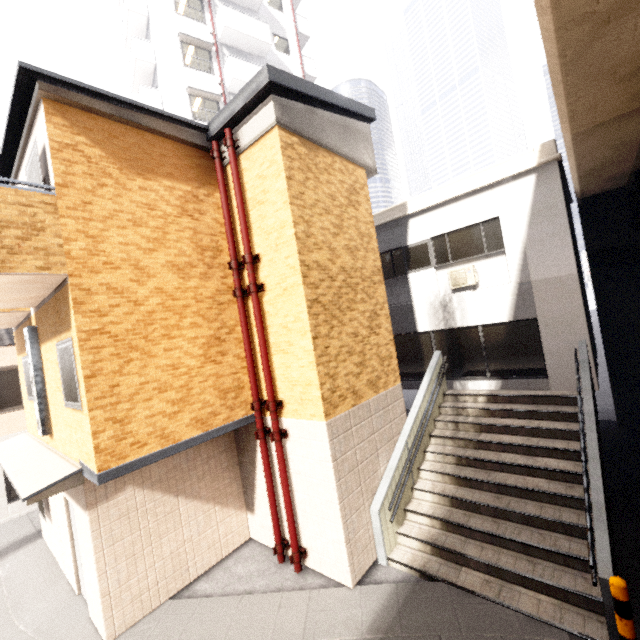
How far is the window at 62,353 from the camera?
5.1 meters

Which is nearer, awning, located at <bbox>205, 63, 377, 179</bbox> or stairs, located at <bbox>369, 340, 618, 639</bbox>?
stairs, located at <bbox>369, 340, 618, 639</bbox>

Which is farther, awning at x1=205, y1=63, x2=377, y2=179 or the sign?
the sign

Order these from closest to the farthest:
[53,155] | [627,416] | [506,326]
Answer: [53,155] → [506,326] → [627,416]

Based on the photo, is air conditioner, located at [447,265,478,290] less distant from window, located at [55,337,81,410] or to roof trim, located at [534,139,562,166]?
roof trim, located at [534,139,562,166]

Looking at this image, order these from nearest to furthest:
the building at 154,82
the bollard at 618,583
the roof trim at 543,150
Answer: the bollard at 618,583, the roof trim at 543,150, the building at 154,82

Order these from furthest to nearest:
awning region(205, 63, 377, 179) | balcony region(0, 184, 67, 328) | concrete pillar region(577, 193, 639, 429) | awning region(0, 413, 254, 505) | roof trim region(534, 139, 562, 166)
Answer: concrete pillar region(577, 193, 639, 429)
roof trim region(534, 139, 562, 166)
awning region(205, 63, 377, 179)
awning region(0, 413, 254, 505)
balcony region(0, 184, 67, 328)

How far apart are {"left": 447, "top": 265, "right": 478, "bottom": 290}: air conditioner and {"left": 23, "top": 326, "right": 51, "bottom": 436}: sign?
10.6 meters
